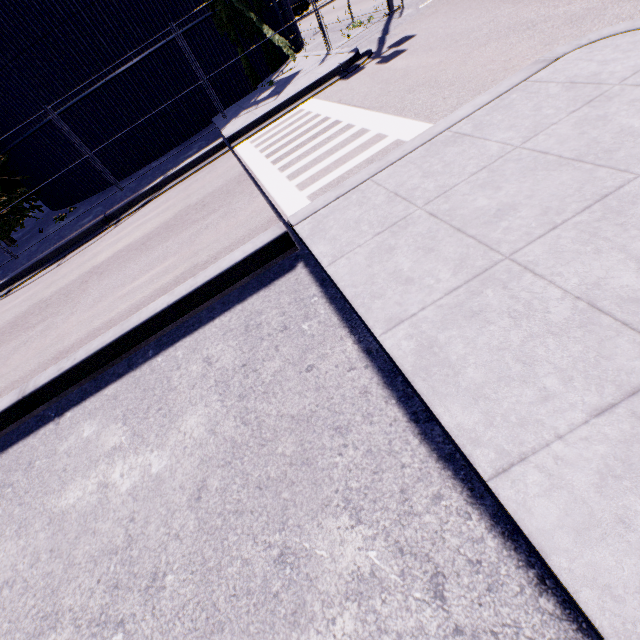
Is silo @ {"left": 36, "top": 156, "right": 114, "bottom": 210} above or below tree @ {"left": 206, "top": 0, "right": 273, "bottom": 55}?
below

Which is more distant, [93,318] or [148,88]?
[148,88]

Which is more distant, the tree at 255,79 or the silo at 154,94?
the tree at 255,79

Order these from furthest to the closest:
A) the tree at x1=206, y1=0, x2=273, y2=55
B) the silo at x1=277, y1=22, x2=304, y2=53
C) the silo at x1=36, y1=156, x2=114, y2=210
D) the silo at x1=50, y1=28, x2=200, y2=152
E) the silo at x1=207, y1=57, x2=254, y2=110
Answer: the silo at x1=277, y1=22, x2=304, y2=53, the silo at x1=36, y1=156, x2=114, y2=210, the silo at x1=207, y1=57, x2=254, y2=110, the tree at x1=206, y1=0, x2=273, y2=55, the silo at x1=50, y1=28, x2=200, y2=152

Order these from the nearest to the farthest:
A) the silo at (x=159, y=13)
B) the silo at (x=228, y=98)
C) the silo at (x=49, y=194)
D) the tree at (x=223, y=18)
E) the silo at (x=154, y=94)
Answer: the silo at (x=159, y=13), the silo at (x=154, y=94), the tree at (x=223, y=18), the silo at (x=228, y=98), the silo at (x=49, y=194)

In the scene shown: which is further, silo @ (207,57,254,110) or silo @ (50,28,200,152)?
silo @ (207,57,254,110)

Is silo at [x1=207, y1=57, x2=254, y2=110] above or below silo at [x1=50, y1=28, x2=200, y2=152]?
below
